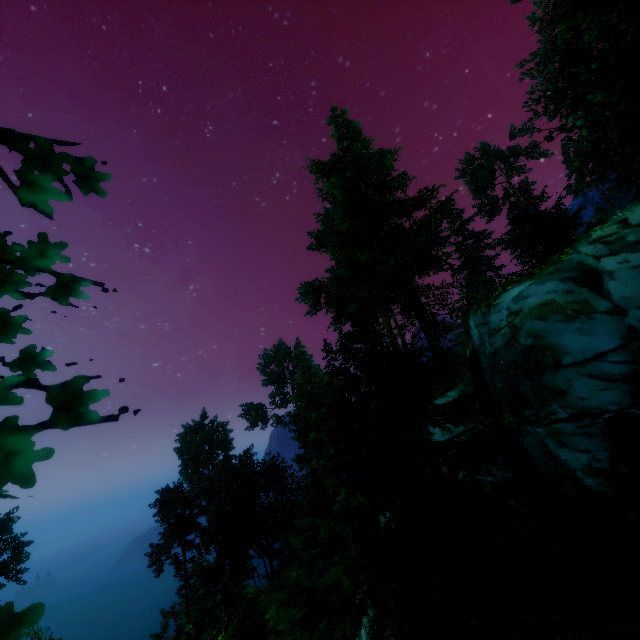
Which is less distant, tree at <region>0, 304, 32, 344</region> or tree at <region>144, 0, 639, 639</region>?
tree at <region>0, 304, 32, 344</region>

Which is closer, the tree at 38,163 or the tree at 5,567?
the tree at 38,163

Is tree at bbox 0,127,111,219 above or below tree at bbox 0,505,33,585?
above

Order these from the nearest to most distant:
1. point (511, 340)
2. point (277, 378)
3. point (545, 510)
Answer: point (511, 340) < point (545, 510) < point (277, 378)
